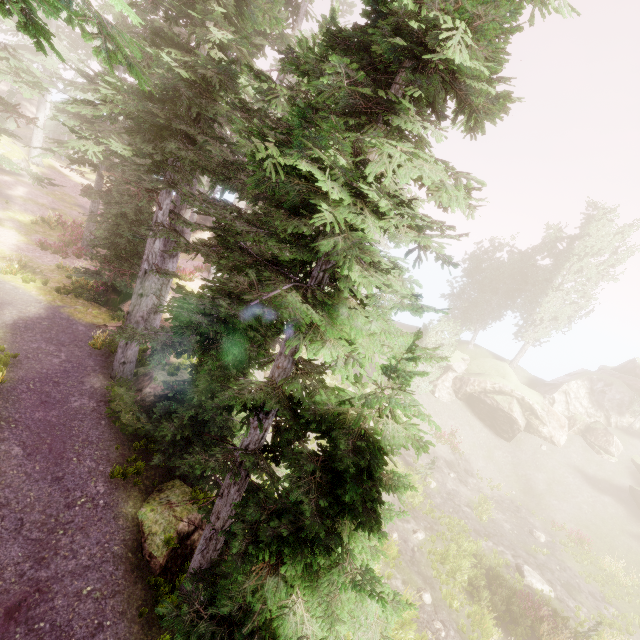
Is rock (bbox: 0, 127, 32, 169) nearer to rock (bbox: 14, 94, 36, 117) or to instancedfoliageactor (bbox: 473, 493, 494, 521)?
instancedfoliageactor (bbox: 473, 493, 494, 521)

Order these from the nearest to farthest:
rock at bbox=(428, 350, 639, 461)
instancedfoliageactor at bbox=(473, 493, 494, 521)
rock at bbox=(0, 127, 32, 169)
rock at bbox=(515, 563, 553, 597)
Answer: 1. rock at bbox=(515, 563, 553, 597)
2. instancedfoliageactor at bbox=(473, 493, 494, 521)
3. rock at bbox=(0, 127, 32, 169)
4. rock at bbox=(428, 350, 639, 461)

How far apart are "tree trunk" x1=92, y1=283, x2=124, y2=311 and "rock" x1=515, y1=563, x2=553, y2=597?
27.70m

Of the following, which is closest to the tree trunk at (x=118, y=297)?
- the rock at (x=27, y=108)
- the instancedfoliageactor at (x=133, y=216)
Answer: the instancedfoliageactor at (x=133, y=216)

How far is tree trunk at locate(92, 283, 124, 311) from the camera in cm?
1656

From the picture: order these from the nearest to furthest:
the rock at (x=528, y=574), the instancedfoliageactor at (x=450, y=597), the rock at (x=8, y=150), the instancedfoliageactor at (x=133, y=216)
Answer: the instancedfoliageactor at (x=133, y=216) < the instancedfoliageactor at (x=450, y=597) < the rock at (x=528, y=574) < the rock at (x=8, y=150)

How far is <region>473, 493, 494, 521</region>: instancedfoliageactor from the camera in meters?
23.1

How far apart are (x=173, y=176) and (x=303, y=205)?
5.7m
